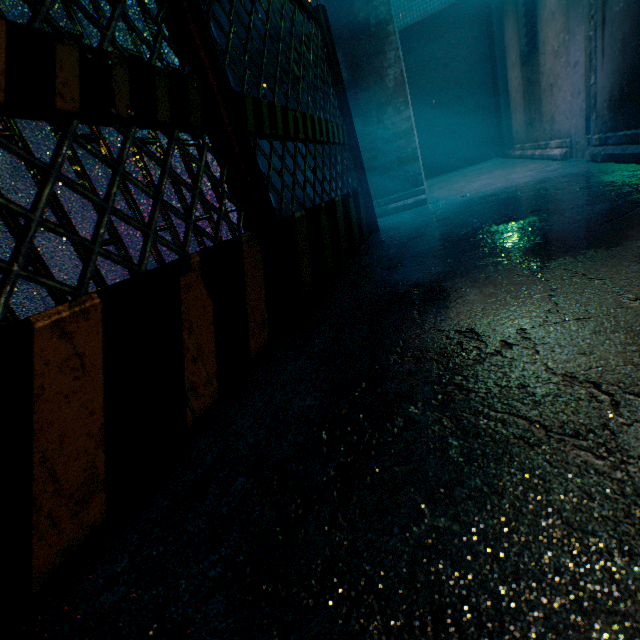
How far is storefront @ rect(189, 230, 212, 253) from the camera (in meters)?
2.15

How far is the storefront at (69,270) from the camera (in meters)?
1.31

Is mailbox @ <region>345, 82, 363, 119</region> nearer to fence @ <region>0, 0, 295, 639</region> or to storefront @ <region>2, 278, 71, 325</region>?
storefront @ <region>2, 278, 71, 325</region>

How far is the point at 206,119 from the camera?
1.1m

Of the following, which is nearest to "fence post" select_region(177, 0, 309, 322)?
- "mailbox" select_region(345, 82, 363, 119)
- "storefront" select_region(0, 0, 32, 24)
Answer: "storefront" select_region(0, 0, 32, 24)

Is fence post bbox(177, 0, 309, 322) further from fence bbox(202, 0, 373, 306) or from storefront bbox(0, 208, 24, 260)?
storefront bbox(0, 208, 24, 260)

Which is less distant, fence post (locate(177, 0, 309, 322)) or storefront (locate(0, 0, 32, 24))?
fence post (locate(177, 0, 309, 322))
